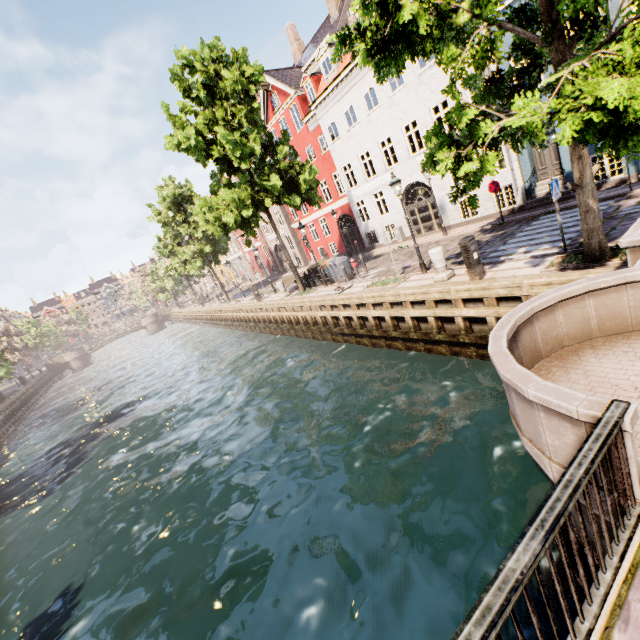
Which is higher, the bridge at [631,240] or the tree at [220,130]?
the tree at [220,130]

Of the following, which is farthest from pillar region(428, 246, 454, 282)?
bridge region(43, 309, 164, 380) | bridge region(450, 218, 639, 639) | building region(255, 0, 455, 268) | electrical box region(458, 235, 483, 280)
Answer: bridge region(43, 309, 164, 380)

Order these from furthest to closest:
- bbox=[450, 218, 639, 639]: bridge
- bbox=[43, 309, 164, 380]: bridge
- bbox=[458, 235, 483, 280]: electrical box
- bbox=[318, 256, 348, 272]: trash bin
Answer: bbox=[43, 309, 164, 380]: bridge, bbox=[318, 256, 348, 272]: trash bin, bbox=[458, 235, 483, 280]: electrical box, bbox=[450, 218, 639, 639]: bridge

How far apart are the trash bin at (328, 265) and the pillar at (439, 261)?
7.2m

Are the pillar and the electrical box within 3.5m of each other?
yes

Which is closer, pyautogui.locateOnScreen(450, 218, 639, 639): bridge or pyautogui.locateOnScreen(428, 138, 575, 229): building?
pyautogui.locateOnScreen(450, 218, 639, 639): bridge

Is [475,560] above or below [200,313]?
below

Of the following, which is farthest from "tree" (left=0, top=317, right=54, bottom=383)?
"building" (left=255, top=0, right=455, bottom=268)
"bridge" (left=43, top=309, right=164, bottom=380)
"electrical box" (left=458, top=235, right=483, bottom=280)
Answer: "building" (left=255, top=0, right=455, bottom=268)
